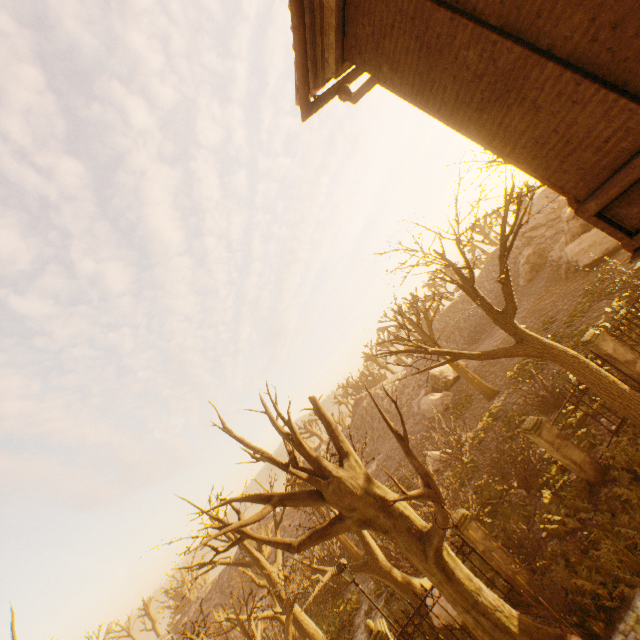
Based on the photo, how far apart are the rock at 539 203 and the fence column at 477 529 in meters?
39.4 m

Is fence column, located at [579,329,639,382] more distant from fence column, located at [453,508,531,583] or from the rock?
the rock

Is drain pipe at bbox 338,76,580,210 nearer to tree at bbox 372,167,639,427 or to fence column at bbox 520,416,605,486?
fence column at bbox 520,416,605,486

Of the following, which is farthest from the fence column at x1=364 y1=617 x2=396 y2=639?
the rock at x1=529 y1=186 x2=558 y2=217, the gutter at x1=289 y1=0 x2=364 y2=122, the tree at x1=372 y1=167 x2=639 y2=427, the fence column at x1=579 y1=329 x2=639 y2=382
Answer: the rock at x1=529 y1=186 x2=558 y2=217

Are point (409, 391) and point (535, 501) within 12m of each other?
no

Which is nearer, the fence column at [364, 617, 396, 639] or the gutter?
the gutter

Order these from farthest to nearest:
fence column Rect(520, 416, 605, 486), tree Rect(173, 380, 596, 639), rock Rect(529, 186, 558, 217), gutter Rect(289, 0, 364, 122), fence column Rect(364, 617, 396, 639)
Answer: rock Rect(529, 186, 558, 217) < fence column Rect(520, 416, 605, 486) < fence column Rect(364, 617, 396, 639) < tree Rect(173, 380, 596, 639) < gutter Rect(289, 0, 364, 122)

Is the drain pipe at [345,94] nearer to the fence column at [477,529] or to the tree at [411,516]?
the fence column at [477,529]
